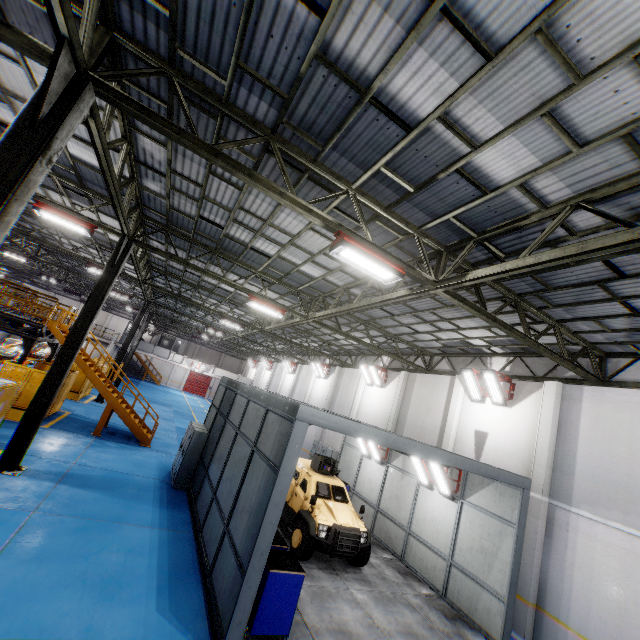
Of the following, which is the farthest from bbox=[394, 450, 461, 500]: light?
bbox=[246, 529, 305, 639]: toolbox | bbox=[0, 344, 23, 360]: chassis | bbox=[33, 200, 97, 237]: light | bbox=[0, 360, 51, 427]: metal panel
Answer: bbox=[0, 344, 23, 360]: chassis

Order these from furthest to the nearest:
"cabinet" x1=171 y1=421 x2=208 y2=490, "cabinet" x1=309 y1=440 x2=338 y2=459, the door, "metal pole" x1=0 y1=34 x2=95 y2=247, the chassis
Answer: the door < the chassis < "cabinet" x1=309 y1=440 x2=338 y2=459 < "cabinet" x1=171 y1=421 x2=208 y2=490 < "metal pole" x1=0 y1=34 x2=95 y2=247

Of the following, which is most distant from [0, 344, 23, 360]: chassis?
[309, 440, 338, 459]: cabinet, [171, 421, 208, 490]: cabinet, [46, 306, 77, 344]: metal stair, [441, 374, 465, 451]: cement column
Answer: [441, 374, 465, 451]: cement column

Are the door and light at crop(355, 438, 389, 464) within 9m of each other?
no

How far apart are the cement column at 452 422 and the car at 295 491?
4.96m

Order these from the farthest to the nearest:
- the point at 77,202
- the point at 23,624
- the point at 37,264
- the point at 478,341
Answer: the point at 37,264
the point at 478,341
the point at 77,202
the point at 23,624

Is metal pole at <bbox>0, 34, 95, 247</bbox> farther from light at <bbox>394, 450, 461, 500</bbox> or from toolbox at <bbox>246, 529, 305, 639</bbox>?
light at <bbox>394, 450, 461, 500</bbox>

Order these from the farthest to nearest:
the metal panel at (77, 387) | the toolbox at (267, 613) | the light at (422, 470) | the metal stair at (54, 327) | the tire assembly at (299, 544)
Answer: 1. the metal panel at (77, 387)
2. the metal stair at (54, 327)
3. the light at (422, 470)
4. the tire assembly at (299, 544)
5. the toolbox at (267, 613)
